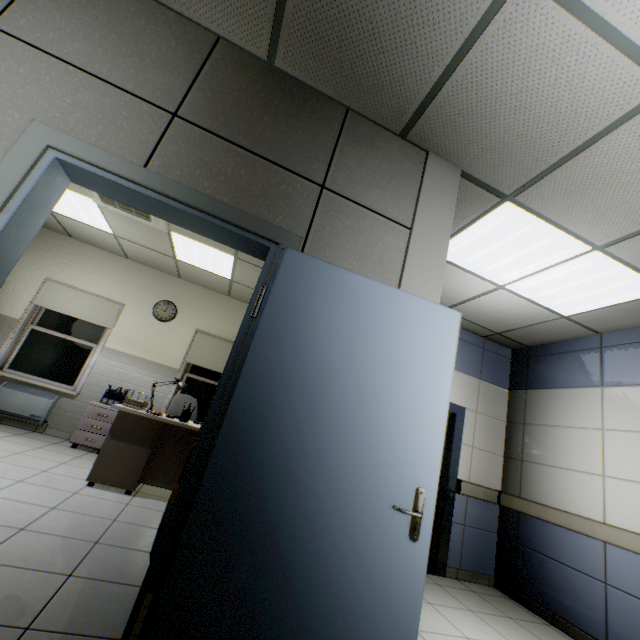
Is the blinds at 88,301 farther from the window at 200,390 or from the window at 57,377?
the window at 200,390

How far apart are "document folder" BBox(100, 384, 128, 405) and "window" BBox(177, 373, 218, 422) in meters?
0.8 m

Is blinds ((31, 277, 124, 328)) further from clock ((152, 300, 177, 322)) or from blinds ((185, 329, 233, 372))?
blinds ((185, 329, 233, 372))

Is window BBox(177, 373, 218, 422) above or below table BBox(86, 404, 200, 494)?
above

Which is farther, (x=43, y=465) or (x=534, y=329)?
(x=534, y=329)

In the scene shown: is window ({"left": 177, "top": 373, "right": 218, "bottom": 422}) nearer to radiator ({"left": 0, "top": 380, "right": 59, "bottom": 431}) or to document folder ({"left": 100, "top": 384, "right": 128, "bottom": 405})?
document folder ({"left": 100, "top": 384, "right": 128, "bottom": 405})

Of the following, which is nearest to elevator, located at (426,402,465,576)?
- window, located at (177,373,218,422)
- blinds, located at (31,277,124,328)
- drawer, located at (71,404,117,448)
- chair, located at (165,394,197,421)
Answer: chair, located at (165,394,197,421)

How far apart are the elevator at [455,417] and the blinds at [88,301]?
4.8 meters
